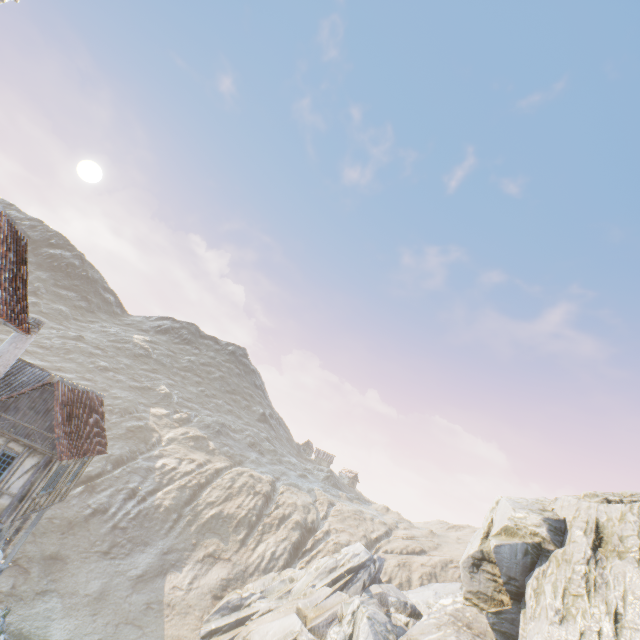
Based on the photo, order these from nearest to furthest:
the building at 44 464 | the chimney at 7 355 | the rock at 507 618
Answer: the building at 44 464 → the chimney at 7 355 → the rock at 507 618

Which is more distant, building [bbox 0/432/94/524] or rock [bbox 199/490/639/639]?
rock [bbox 199/490/639/639]

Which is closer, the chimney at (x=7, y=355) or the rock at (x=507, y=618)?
the chimney at (x=7, y=355)

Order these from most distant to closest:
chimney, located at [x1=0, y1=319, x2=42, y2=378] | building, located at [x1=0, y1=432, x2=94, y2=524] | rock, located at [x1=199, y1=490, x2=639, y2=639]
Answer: rock, located at [x1=199, y1=490, x2=639, y2=639], chimney, located at [x1=0, y1=319, x2=42, y2=378], building, located at [x1=0, y1=432, x2=94, y2=524]

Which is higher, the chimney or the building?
the chimney

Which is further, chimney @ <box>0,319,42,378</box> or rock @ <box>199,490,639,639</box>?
rock @ <box>199,490,639,639</box>

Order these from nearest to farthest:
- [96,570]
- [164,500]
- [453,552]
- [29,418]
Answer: [29,418] → [96,570] → [164,500] → [453,552]

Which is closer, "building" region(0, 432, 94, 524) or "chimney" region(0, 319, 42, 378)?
"building" region(0, 432, 94, 524)
